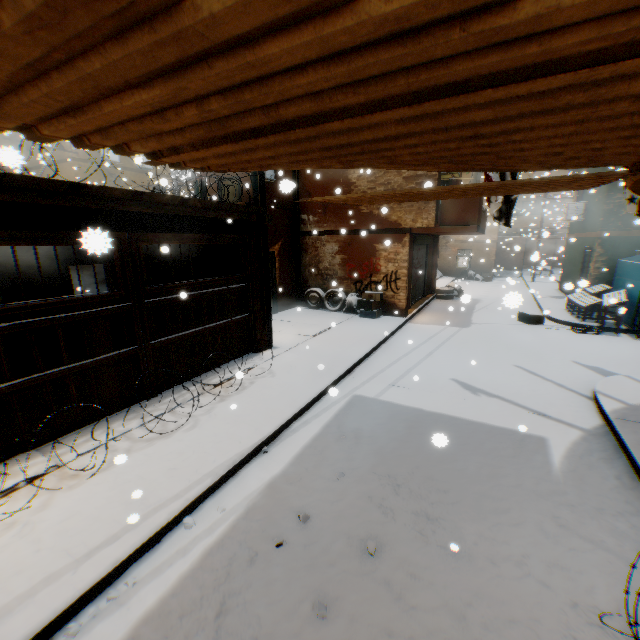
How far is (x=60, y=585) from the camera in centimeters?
276cm

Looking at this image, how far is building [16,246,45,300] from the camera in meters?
8.5 m

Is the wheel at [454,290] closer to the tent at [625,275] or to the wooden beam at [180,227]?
the tent at [625,275]

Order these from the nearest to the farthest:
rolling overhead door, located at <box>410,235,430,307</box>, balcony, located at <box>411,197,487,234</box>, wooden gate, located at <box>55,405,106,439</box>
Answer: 1. wooden gate, located at <box>55,405,106,439</box>
2. balcony, located at <box>411,197,487,234</box>
3. rolling overhead door, located at <box>410,235,430,307</box>

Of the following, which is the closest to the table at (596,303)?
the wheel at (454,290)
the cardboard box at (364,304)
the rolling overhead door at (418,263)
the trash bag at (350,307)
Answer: the rolling overhead door at (418,263)

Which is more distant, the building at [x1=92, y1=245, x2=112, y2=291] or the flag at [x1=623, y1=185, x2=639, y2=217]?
the flag at [x1=623, y1=185, x2=639, y2=217]

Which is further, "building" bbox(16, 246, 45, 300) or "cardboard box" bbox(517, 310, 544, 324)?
"cardboard box" bbox(517, 310, 544, 324)

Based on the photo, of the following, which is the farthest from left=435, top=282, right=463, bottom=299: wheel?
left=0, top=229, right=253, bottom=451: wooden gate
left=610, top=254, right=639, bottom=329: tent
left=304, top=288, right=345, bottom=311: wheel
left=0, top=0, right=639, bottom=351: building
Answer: left=304, top=288, right=345, bottom=311: wheel
